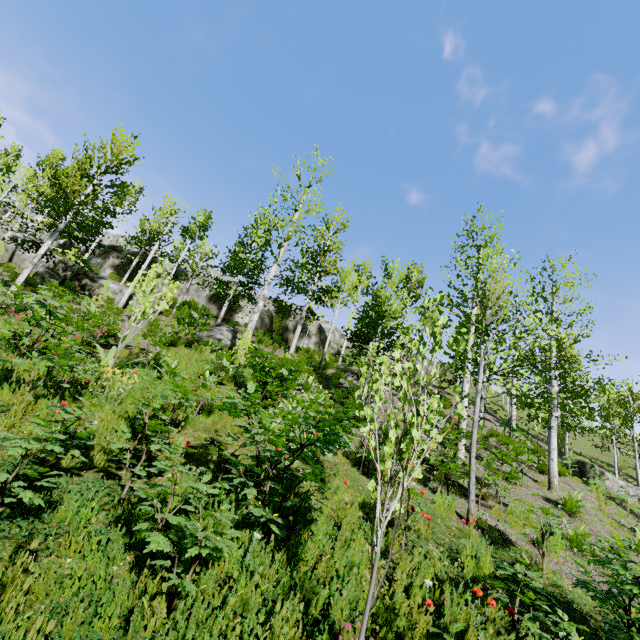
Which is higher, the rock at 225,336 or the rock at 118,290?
the rock at 118,290

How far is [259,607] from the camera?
2.9 meters

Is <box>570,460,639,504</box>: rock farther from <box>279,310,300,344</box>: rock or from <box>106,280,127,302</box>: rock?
<box>106,280,127,302</box>: rock

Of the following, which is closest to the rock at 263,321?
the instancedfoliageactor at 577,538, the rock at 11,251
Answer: the rock at 11,251

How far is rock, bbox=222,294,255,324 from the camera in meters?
26.3

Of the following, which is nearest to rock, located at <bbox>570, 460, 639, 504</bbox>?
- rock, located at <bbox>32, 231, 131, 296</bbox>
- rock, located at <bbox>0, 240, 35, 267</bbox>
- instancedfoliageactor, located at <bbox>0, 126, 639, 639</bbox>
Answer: instancedfoliageactor, located at <bbox>0, 126, 639, 639</bbox>

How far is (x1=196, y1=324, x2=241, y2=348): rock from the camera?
16.3 meters
